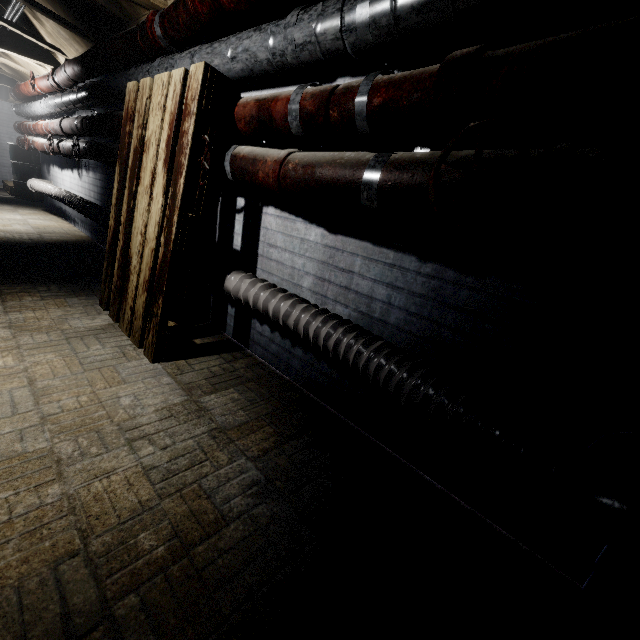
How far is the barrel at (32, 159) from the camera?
6.3m

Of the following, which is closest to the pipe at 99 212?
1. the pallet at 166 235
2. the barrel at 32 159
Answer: the pallet at 166 235

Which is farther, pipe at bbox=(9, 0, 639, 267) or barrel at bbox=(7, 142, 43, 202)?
barrel at bbox=(7, 142, 43, 202)

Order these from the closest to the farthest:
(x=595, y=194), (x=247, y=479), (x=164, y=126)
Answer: (x=595, y=194), (x=247, y=479), (x=164, y=126)

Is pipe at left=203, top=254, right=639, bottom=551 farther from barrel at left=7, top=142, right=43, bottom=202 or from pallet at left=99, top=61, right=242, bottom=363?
barrel at left=7, top=142, right=43, bottom=202

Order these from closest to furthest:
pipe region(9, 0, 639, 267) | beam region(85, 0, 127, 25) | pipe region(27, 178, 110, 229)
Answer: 1. pipe region(9, 0, 639, 267)
2. beam region(85, 0, 127, 25)
3. pipe region(27, 178, 110, 229)

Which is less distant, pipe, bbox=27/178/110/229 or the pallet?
the pallet

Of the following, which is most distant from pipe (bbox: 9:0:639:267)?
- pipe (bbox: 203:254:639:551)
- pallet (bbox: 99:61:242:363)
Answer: pipe (bbox: 203:254:639:551)
